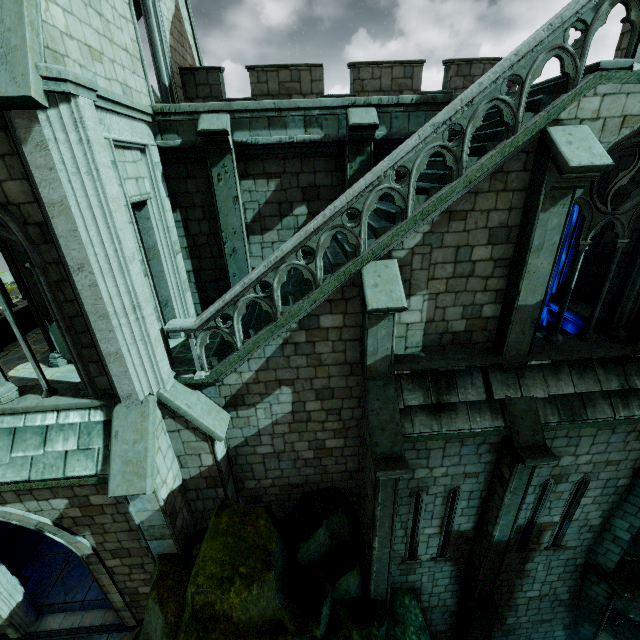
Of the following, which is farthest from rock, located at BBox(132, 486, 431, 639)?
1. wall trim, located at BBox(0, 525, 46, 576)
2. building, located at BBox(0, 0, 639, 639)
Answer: wall trim, located at BBox(0, 525, 46, 576)

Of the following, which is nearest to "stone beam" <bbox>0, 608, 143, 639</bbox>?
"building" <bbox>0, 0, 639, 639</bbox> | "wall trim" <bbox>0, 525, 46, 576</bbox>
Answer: "building" <bbox>0, 0, 639, 639</bbox>

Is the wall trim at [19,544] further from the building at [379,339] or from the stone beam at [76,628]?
the stone beam at [76,628]

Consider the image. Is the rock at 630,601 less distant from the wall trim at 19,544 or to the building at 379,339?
the building at 379,339

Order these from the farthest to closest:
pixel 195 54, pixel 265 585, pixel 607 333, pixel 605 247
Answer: pixel 195 54 < pixel 605 247 < pixel 607 333 < pixel 265 585

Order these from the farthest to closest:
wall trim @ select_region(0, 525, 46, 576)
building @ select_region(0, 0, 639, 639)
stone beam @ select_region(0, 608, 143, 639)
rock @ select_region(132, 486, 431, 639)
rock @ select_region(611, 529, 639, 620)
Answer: rock @ select_region(611, 529, 639, 620)
wall trim @ select_region(0, 525, 46, 576)
stone beam @ select_region(0, 608, 143, 639)
rock @ select_region(132, 486, 431, 639)
building @ select_region(0, 0, 639, 639)

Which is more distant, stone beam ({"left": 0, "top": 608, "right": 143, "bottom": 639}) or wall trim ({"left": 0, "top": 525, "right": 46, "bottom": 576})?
wall trim ({"left": 0, "top": 525, "right": 46, "bottom": 576})
